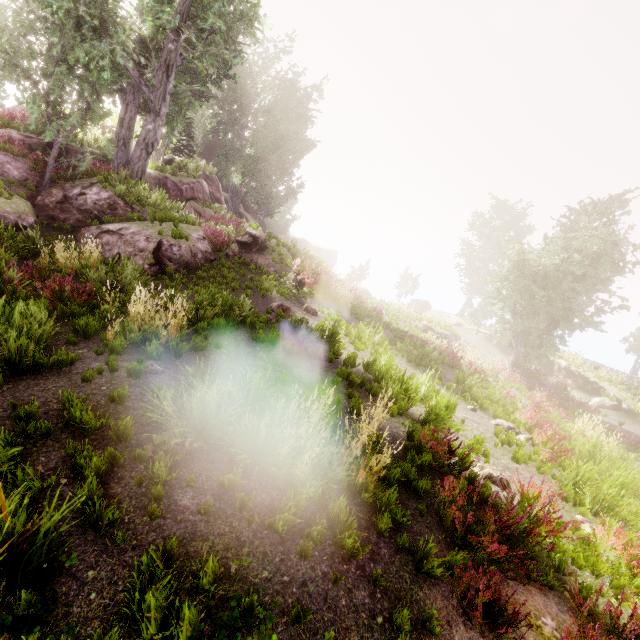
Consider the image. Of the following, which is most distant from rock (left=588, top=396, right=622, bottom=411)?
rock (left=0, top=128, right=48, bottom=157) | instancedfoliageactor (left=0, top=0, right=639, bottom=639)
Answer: rock (left=0, top=128, right=48, bottom=157)

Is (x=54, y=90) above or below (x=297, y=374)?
above

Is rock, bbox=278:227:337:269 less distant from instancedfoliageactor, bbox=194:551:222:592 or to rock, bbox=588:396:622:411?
instancedfoliageactor, bbox=194:551:222:592

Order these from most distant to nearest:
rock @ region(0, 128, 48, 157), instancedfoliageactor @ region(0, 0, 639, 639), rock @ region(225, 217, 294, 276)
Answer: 1. rock @ region(225, 217, 294, 276)
2. rock @ region(0, 128, 48, 157)
3. instancedfoliageactor @ region(0, 0, 639, 639)

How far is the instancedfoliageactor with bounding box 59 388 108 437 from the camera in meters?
4.2

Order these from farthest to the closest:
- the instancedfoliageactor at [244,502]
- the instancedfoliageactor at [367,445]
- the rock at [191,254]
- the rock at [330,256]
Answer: the rock at [330,256] → the rock at [191,254] → the instancedfoliageactor at [367,445] → the instancedfoliageactor at [244,502]

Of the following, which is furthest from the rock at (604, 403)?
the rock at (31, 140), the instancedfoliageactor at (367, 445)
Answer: the rock at (31, 140)
